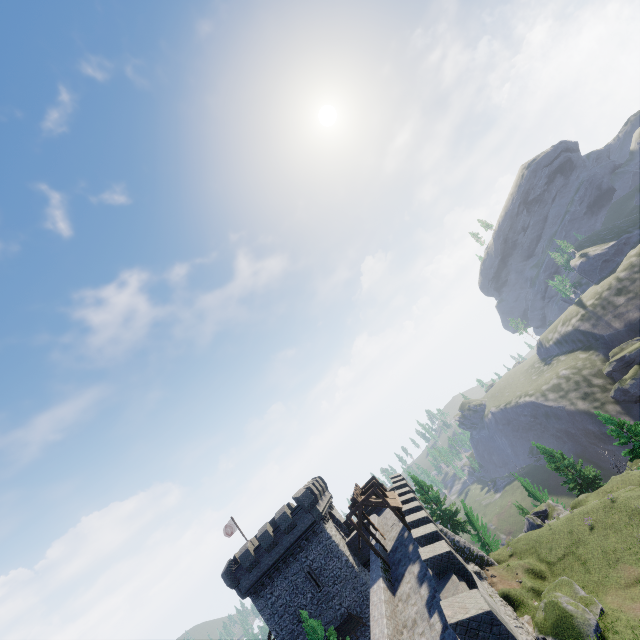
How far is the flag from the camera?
38.7m

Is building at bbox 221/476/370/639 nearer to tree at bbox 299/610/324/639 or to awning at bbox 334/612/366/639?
awning at bbox 334/612/366/639

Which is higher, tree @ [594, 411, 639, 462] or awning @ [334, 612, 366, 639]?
awning @ [334, 612, 366, 639]

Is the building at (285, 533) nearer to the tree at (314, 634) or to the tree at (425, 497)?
the tree at (314, 634)

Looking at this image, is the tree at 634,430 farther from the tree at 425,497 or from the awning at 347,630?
the awning at 347,630

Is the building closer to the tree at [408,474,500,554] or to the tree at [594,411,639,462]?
the tree at [408,474,500,554]

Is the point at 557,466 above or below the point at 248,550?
below

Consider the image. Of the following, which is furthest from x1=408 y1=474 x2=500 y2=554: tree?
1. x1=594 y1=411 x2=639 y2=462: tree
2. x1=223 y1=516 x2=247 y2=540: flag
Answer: x1=223 y1=516 x2=247 y2=540: flag
